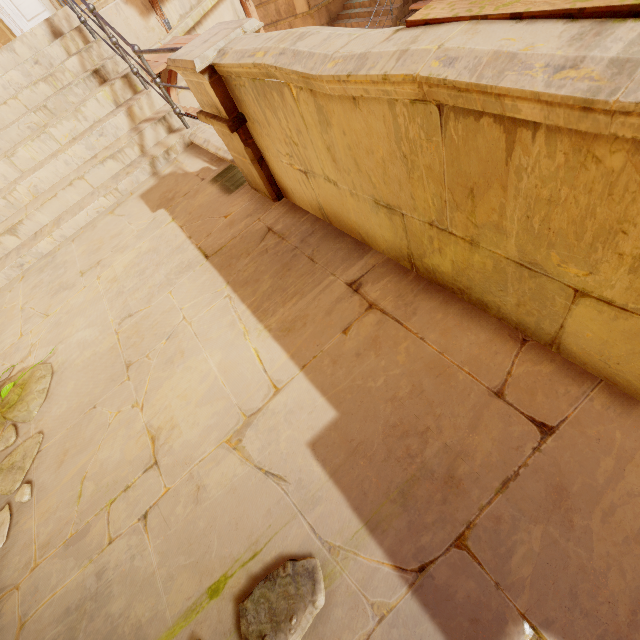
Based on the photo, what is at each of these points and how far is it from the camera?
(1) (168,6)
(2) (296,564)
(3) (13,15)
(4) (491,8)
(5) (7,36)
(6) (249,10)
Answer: (1) building, 6.6m
(2) rubble, 1.3m
(3) door, 7.7m
(4) trim, 1.0m
(5) column, 7.8m
(6) wood, 9.0m

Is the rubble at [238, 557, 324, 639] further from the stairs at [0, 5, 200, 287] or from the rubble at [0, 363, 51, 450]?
the stairs at [0, 5, 200, 287]

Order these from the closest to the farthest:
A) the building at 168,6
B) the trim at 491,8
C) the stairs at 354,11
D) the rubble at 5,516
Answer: the trim at 491,8 < the rubble at 5,516 < the building at 168,6 < the stairs at 354,11

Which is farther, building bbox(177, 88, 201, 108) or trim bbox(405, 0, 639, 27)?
building bbox(177, 88, 201, 108)

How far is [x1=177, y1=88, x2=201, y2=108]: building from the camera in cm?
705

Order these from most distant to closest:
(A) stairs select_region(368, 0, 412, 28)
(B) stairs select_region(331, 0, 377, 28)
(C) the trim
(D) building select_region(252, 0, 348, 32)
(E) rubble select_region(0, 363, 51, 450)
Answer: (D) building select_region(252, 0, 348, 32)
(B) stairs select_region(331, 0, 377, 28)
(A) stairs select_region(368, 0, 412, 28)
(E) rubble select_region(0, 363, 51, 450)
(C) the trim

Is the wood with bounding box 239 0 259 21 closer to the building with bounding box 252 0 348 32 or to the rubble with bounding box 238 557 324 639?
the building with bounding box 252 0 348 32

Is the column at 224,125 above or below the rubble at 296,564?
above
